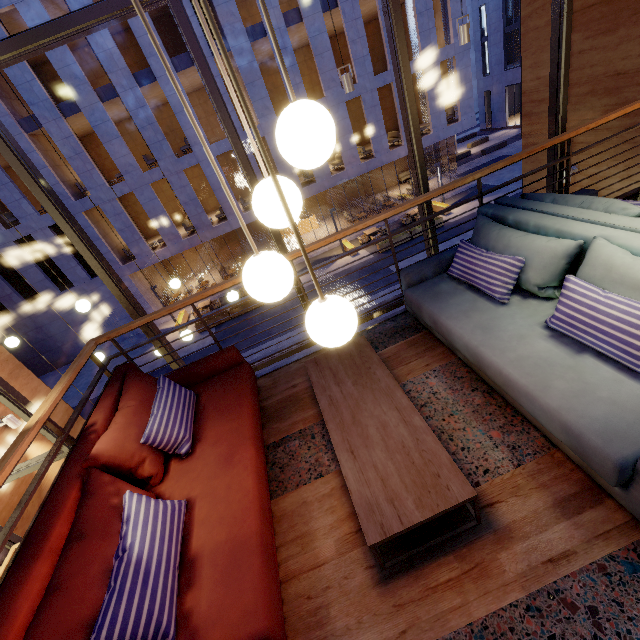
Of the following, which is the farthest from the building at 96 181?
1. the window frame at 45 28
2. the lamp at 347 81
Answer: the window frame at 45 28

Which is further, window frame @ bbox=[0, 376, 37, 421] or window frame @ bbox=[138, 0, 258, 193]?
window frame @ bbox=[0, 376, 37, 421]

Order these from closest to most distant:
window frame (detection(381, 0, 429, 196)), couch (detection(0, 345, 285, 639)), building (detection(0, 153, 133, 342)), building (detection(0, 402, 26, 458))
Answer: couch (detection(0, 345, 285, 639)) → window frame (detection(381, 0, 429, 196)) → building (detection(0, 402, 26, 458)) → building (detection(0, 153, 133, 342))

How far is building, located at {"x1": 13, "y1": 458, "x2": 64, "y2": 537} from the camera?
5.5m

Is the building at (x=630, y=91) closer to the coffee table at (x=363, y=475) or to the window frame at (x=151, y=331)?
the window frame at (x=151, y=331)

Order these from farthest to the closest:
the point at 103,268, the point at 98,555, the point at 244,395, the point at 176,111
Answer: the point at 176,111 → the point at 103,268 → the point at 244,395 → the point at 98,555

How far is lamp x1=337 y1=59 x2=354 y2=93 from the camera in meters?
4.8 m

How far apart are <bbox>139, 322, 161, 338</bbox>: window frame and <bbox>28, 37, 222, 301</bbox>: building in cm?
1676
